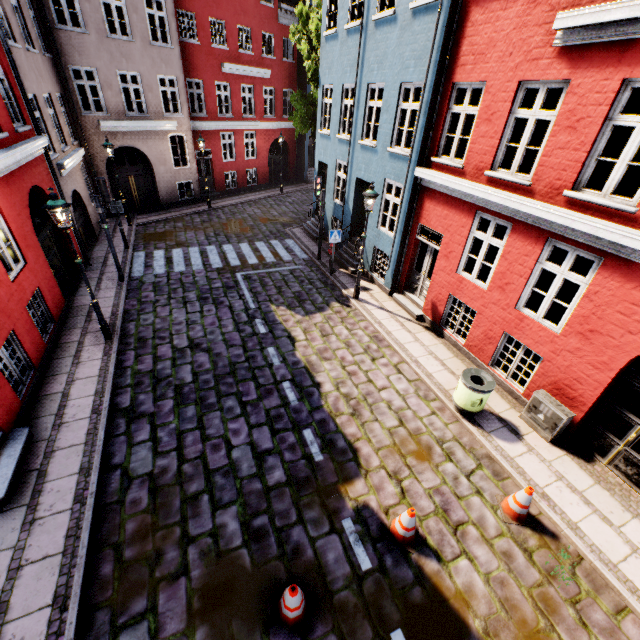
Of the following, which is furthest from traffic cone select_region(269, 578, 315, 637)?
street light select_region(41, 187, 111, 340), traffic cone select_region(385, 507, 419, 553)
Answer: street light select_region(41, 187, 111, 340)

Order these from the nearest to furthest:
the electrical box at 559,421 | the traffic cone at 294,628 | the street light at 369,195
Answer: the traffic cone at 294,628 < the electrical box at 559,421 < the street light at 369,195

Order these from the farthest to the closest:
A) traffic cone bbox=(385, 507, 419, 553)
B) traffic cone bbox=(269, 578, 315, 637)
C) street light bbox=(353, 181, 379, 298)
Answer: street light bbox=(353, 181, 379, 298)
traffic cone bbox=(385, 507, 419, 553)
traffic cone bbox=(269, 578, 315, 637)

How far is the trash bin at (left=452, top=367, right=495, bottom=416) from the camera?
7.0m

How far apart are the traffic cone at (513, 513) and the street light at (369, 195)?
7.23m

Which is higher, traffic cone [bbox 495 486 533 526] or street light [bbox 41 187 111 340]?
street light [bbox 41 187 111 340]

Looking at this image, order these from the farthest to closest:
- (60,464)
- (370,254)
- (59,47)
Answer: (59,47) → (370,254) → (60,464)

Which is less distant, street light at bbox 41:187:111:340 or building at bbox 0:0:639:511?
building at bbox 0:0:639:511
